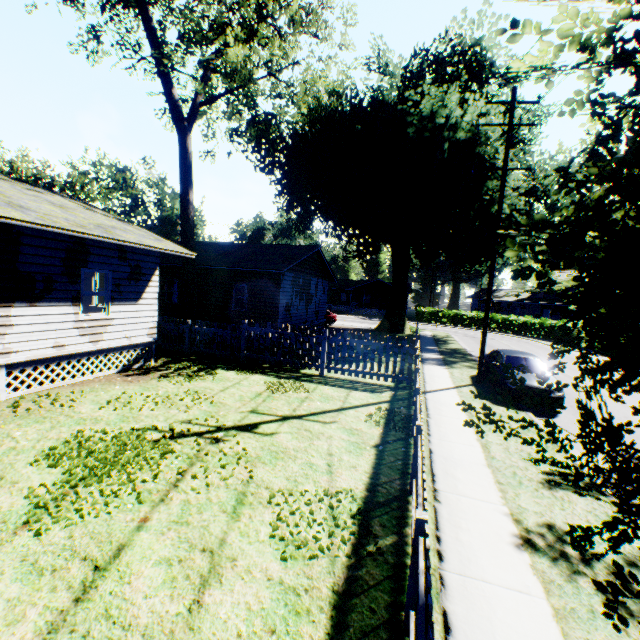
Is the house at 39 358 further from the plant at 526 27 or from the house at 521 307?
the house at 521 307

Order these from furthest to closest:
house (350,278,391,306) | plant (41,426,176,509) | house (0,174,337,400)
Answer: house (350,278,391,306)
house (0,174,337,400)
plant (41,426,176,509)

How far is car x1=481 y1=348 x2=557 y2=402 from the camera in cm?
1086

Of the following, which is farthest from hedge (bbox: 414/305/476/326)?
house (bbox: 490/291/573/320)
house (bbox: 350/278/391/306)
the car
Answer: the car

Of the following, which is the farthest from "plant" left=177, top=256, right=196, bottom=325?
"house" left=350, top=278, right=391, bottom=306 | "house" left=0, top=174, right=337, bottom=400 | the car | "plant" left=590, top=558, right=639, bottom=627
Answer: "house" left=350, top=278, right=391, bottom=306

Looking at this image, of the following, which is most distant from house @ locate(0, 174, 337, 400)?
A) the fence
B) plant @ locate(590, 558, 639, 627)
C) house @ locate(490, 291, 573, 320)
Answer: house @ locate(490, 291, 573, 320)

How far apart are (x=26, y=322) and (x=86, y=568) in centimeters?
755cm

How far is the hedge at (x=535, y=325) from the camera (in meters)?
35.72
